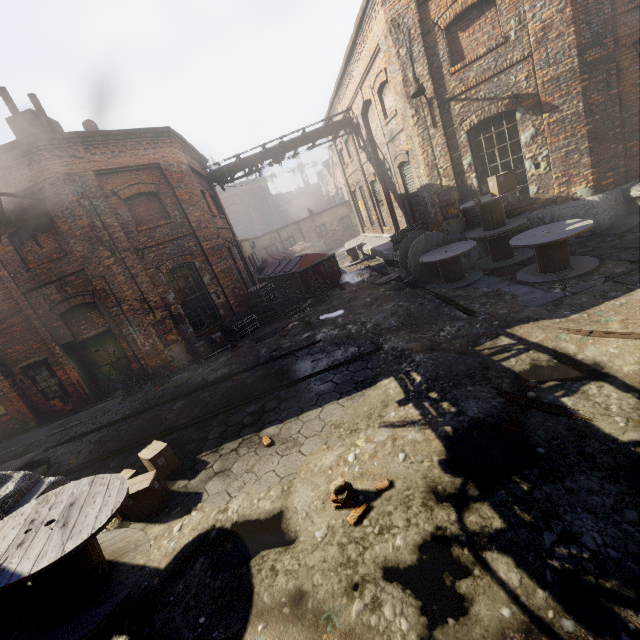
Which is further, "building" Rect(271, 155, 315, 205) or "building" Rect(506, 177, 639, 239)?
"building" Rect(271, 155, 315, 205)

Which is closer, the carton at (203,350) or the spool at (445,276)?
the spool at (445,276)

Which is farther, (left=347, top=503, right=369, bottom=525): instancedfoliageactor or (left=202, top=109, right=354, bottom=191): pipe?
(left=202, top=109, right=354, bottom=191): pipe

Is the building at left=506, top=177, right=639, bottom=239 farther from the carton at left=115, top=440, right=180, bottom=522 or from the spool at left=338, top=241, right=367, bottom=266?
the carton at left=115, top=440, right=180, bottom=522

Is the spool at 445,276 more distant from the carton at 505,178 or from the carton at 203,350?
the carton at 203,350

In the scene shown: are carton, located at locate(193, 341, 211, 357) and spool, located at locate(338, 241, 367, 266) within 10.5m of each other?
yes

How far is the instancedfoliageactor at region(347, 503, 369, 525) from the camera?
3.3 meters

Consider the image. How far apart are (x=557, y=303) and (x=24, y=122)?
15.1m
